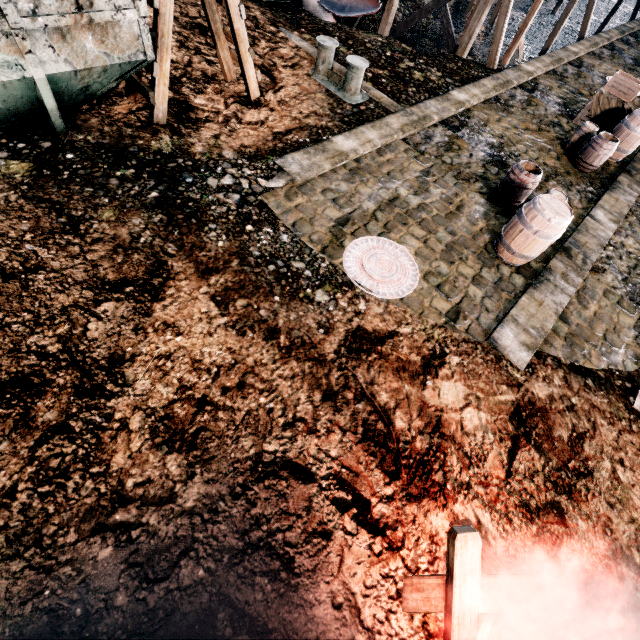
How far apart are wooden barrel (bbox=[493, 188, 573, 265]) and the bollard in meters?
6.3

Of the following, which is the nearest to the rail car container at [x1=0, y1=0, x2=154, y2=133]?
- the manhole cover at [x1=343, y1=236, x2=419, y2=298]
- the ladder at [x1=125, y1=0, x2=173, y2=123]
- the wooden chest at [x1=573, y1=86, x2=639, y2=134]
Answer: the ladder at [x1=125, y1=0, x2=173, y2=123]

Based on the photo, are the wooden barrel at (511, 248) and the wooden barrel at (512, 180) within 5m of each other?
yes

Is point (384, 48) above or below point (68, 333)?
below

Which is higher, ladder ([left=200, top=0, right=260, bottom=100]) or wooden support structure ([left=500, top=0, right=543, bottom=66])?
ladder ([left=200, top=0, right=260, bottom=100])

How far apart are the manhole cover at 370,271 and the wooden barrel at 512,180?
3.5m

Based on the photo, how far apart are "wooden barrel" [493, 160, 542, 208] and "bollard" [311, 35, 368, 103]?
5.1m

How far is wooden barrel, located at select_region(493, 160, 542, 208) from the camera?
7.6m
